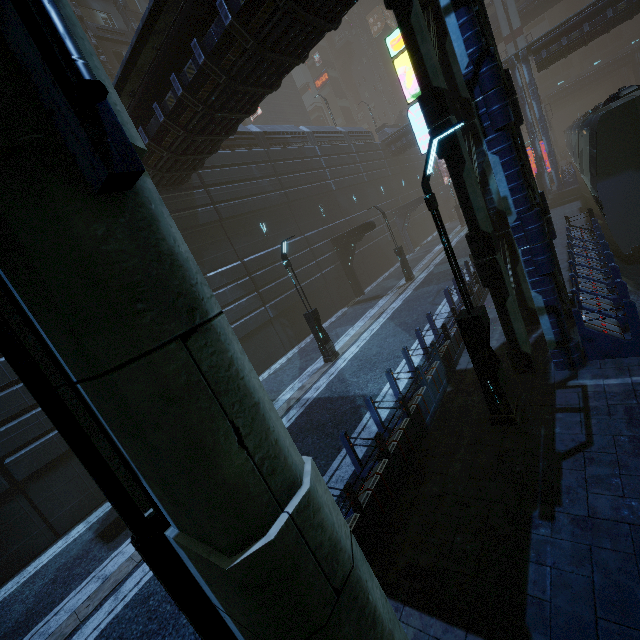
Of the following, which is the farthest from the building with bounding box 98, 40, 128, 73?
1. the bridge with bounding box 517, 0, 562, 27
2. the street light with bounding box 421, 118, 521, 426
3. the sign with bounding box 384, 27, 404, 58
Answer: the bridge with bounding box 517, 0, 562, 27

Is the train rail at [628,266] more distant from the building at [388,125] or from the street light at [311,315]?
the street light at [311,315]

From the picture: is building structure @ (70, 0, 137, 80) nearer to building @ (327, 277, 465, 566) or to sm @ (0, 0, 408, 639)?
building @ (327, 277, 465, 566)

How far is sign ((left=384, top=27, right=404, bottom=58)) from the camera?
8.5m

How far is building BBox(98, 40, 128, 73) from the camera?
27.2m

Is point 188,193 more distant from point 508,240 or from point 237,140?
point 508,240

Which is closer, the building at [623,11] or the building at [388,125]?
the building at [623,11]

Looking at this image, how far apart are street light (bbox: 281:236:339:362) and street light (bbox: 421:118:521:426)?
7.6m
